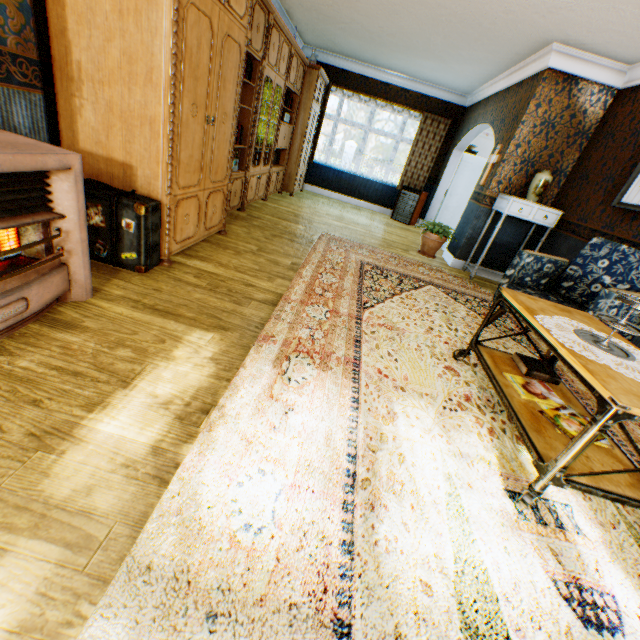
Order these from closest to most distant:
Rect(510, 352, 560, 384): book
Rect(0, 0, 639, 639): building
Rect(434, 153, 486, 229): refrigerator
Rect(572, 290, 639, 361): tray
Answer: Rect(0, 0, 639, 639): building < Rect(572, 290, 639, 361): tray < Rect(510, 352, 560, 384): book < Rect(434, 153, 486, 229): refrigerator

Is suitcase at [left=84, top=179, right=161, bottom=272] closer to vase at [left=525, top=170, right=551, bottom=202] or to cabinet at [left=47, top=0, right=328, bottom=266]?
cabinet at [left=47, top=0, right=328, bottom=266]

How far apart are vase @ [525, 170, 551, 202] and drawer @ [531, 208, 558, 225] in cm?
19

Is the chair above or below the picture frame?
below

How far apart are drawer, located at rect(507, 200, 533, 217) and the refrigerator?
4.3 meters

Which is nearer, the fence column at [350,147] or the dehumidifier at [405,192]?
the dehumidifier at [405,192]

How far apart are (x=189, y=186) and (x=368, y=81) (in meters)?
7.48

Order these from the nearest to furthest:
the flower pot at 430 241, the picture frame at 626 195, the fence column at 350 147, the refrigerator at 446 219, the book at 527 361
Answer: the book at 527 361 < the picture frame at 626 195 < the flower pot at 430 241 < the refrigerator at 446 219 < the fence column at 350 147
